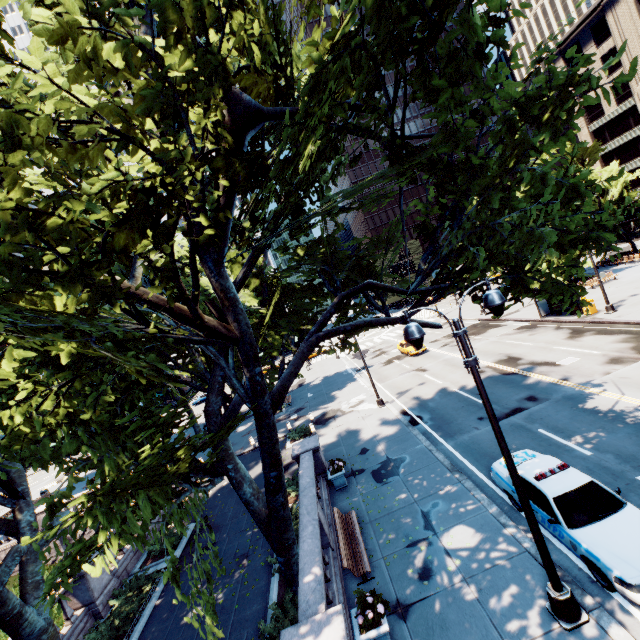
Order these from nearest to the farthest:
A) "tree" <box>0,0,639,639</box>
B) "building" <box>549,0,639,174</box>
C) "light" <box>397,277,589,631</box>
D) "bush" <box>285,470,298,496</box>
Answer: "tree" <box>0,0,639,639</box>
"light" <box>397,277,589,631</box>
"bush" <box>285,470,298,496</box>
"building" <box>549,0,639,174</box>

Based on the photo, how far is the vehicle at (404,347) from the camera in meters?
33.0 m

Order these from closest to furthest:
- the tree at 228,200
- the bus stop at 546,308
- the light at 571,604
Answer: the tree at 228,200 < the light at 571,604 < the bus stop at 546,308

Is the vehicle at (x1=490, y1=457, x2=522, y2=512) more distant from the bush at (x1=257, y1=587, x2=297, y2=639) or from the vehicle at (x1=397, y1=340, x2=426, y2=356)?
the vehicle at (x1=397, y1=340, x2=426, y2=356)

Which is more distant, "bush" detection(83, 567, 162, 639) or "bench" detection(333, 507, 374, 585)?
"bush" detection(83, 567, 162, 639)

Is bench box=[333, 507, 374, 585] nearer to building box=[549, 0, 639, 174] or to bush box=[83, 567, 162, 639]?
bush box=[83, 567, 162, 639]

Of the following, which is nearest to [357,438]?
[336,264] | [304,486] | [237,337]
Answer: [304,486]

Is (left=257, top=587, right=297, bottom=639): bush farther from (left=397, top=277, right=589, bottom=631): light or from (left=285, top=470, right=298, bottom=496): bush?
(left=285, top=470, right=298, bottom=496): bush
